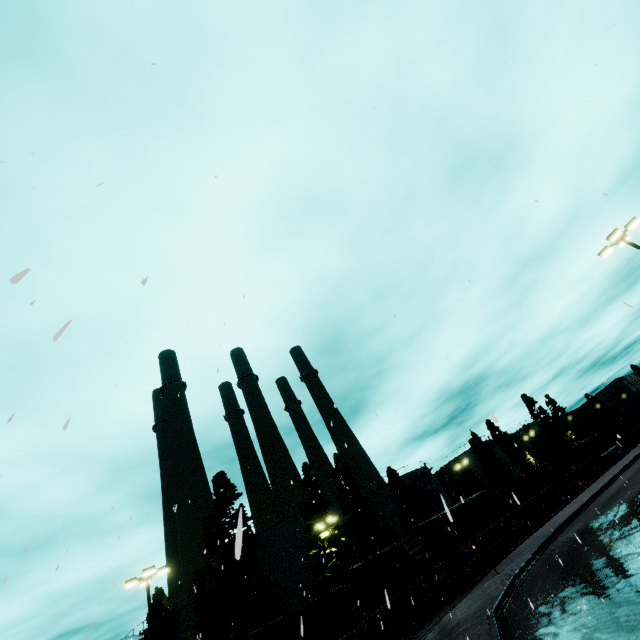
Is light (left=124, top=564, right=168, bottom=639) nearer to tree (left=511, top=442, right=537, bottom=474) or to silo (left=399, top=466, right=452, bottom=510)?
silo (left=399, top=466, right=452, bottom=510)

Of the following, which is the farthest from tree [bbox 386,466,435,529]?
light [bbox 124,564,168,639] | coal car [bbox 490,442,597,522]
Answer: light [bbox 124,564,168,639]

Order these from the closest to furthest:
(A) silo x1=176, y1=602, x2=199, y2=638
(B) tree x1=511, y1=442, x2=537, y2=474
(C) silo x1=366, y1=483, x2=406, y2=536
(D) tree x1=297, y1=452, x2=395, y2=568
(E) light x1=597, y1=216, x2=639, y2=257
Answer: (E) light x1=597, y1=216, x2=639, y2=257
(D) tree x1=297, y1=452, x2=395, y2=568
(A) silo x1=176, y1=602, x2=199, y2=638
(C) silo x1=366, y1=483, x2=406, y2=536
(B) tree x1=511, y1=442, x2=537, y2=474

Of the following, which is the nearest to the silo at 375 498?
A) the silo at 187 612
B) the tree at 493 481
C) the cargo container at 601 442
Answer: the tree at 493 481

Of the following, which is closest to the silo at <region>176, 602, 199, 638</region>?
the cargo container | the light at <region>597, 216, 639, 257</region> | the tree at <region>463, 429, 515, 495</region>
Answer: the tree at <region>463, 429, 515, 495</region>

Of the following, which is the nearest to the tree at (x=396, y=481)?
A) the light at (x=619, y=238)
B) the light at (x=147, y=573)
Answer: the light at (x=147, y=573)

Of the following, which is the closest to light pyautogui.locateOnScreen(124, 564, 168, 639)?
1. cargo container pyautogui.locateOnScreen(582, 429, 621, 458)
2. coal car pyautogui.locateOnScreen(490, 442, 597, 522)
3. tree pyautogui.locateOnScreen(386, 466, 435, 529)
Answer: coal car pyautogui.locateOnScreen(490, 442, 597, 522)

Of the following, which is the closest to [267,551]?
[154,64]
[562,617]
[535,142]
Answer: [562,617]
